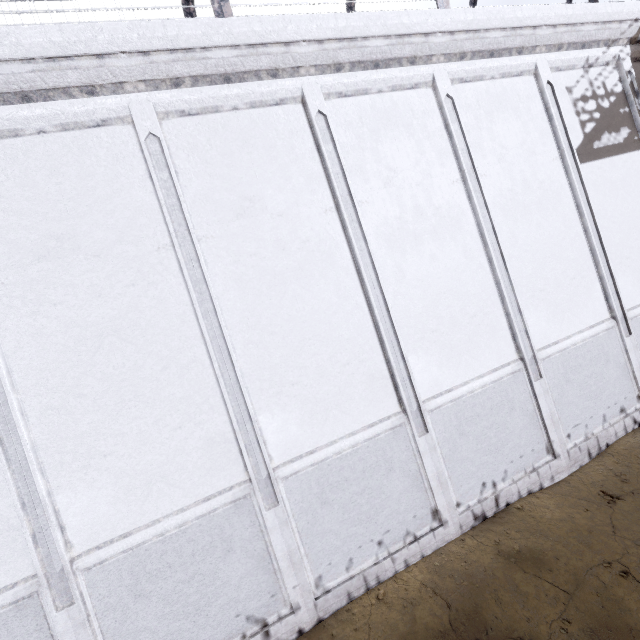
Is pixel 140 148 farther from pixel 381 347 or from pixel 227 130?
pixel 381 347
